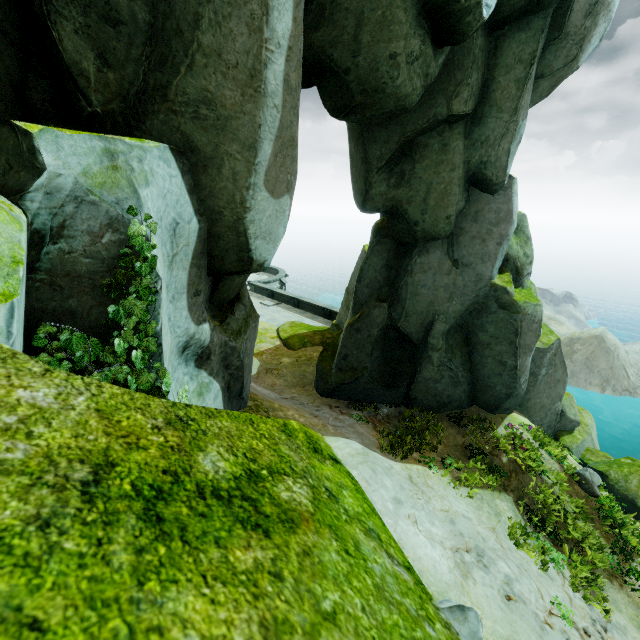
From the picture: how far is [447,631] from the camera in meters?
0.8

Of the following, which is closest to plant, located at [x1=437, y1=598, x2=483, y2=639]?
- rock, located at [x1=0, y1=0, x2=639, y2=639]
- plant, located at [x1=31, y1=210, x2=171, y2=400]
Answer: rock, located at [x1=0, y1=0, x2=639, y2=639]

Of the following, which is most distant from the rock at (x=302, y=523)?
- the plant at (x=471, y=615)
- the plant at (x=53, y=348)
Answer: the plant at (x=471, y=615)

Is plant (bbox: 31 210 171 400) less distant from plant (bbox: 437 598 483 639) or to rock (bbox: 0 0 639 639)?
rock (bbox: 0 0 639 639)

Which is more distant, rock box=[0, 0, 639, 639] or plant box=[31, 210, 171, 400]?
plant box=[31, 210, 171, 400]

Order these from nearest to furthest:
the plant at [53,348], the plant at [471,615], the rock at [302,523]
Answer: the rock at [302,523], the plant at [53,348], the plant at [471,615]
